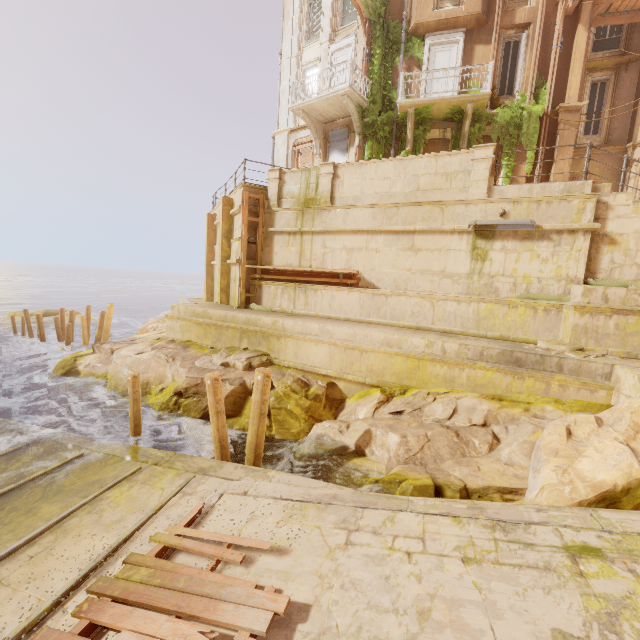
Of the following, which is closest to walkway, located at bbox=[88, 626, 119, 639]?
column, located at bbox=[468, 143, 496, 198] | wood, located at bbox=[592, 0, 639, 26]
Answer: column, located at bbox=[468, 143, 496, 198]

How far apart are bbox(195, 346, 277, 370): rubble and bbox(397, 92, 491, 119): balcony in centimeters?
1169cm

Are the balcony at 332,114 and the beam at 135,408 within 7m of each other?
no

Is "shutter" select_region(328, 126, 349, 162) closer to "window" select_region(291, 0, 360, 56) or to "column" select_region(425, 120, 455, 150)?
"column" select_region(425, 120, 455, 150)

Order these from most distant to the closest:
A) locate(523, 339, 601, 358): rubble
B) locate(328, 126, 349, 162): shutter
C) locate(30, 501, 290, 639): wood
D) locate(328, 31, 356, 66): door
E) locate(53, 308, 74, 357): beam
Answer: locate(53, 308, 74, 357): beam, locate(328, 126, 349, 162): shutter, locate(328, 31, 356, 66): door, locate(523, 339, 601, 358): rubble, locate(30, 501, 290, 639): wood

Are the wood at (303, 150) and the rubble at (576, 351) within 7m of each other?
no

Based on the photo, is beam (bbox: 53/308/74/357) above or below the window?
below

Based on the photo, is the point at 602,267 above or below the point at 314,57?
below
